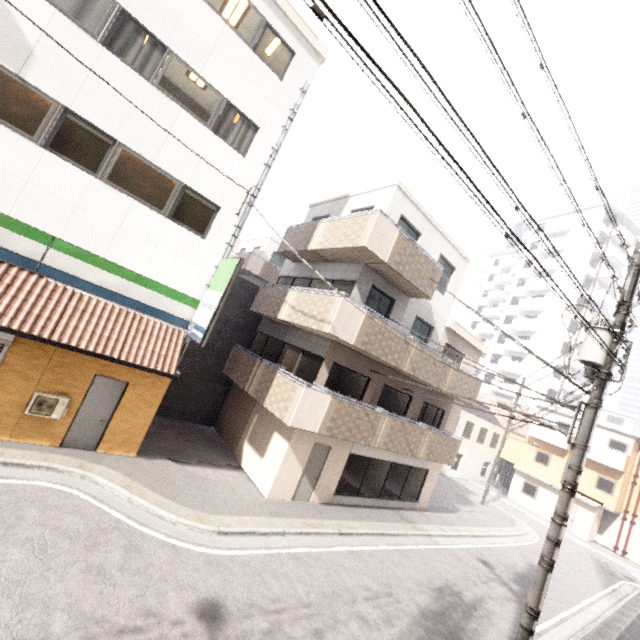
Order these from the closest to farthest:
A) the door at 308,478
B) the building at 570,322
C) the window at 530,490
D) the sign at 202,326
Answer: the sign at 202,326, the door at 308,478, the window at 530,490, the building at 570,322

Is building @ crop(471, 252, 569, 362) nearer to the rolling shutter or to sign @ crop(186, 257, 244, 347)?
sign @ crop(186, 257, 244, 347)

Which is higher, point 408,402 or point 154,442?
point 408,402

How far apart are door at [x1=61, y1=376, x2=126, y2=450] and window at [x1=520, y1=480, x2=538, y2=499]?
34.14m

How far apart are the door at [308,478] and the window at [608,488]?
27.5 meters

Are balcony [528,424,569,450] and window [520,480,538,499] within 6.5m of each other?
yes

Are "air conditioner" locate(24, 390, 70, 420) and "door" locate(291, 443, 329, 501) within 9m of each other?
yes

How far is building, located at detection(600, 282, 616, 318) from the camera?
40.06m
